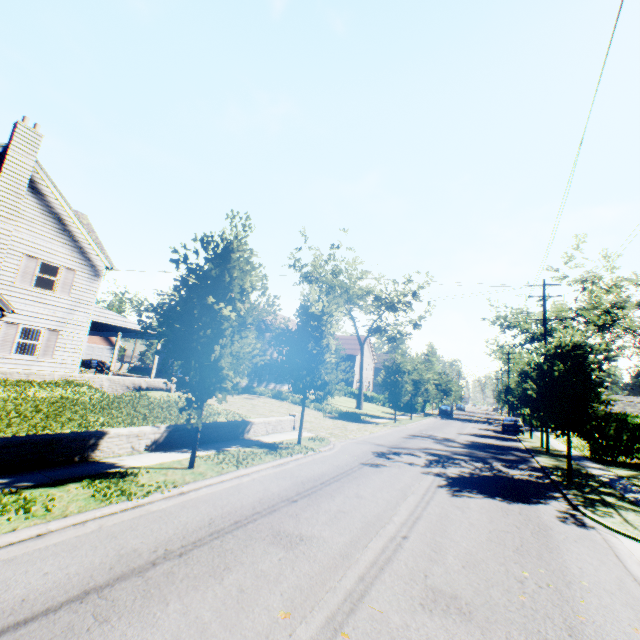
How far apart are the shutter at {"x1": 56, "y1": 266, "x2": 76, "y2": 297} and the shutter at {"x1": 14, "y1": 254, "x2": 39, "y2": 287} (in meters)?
1.02

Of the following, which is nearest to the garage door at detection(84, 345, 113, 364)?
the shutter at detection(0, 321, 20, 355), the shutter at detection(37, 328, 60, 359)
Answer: the shutter at detection(37, 328, 60, 359)

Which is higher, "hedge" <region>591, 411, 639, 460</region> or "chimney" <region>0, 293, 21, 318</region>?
"chimney" <region>0, 293, 21, 318</region>

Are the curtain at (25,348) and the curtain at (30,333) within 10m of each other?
yes

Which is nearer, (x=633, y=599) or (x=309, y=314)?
(x=633, y=599)

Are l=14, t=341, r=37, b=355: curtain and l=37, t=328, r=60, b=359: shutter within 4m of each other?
yes

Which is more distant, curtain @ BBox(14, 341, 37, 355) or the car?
the car

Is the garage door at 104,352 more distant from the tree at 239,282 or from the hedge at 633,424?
the hedge at 633,424
